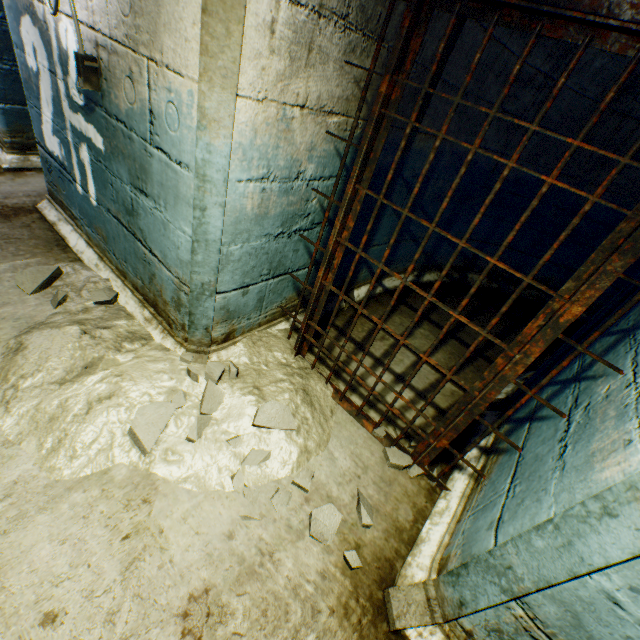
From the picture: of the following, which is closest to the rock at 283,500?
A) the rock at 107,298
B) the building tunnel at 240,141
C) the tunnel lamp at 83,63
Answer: the building tunnel at 240,141

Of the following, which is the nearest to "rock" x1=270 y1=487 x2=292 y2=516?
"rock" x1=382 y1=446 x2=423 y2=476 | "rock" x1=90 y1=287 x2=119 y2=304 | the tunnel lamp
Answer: "rock" x1=382 y1=446 x2=423 y2=476

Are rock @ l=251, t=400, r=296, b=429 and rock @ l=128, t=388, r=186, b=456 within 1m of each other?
yes

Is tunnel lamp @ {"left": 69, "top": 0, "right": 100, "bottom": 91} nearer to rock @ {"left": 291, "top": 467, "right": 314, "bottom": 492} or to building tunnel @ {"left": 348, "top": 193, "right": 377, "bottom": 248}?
building tunnel @ {"left": 348, "top": 193, "right": 377, "bottom": 248}

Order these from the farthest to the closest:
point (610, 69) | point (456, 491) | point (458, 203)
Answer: point (458, 203) < point (610, 69) < point (456, 491)

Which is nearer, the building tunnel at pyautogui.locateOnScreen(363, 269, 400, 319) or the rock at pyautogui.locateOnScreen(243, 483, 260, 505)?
the rock at pyautogui.locateOnScreen(243, 483, 260, 505)

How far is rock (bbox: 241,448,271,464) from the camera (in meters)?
1.70

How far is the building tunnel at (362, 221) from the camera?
2.5 meters
